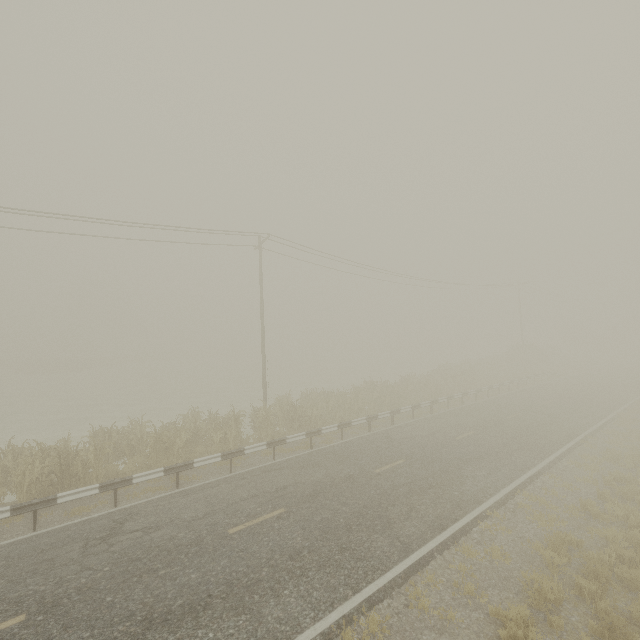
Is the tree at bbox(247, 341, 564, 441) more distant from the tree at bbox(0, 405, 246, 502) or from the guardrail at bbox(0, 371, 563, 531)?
the tree at bbox(0, 405, 246, 502)

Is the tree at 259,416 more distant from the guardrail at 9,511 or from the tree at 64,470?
the tree at 64,470

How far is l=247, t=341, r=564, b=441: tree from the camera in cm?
1773

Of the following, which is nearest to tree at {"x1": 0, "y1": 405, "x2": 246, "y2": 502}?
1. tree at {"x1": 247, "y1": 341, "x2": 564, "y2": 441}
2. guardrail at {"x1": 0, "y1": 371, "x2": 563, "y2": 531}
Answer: guardrail at {"x1": 0, "y1": 371, "x2": 563, "y2": 531}

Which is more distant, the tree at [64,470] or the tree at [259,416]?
the tree at [259,416]

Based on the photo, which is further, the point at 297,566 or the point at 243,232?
the point at 243,232

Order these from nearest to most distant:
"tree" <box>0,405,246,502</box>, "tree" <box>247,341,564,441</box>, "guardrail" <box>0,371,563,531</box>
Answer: "guardrail" <box>0,371,563,531</box> → "tree" <box>0,405,246,502</box> → "tree" <box>247,341,564,441</box>

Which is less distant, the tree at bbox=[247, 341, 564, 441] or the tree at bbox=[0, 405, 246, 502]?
the tree at bbox=[0, 405, 246, 502]
